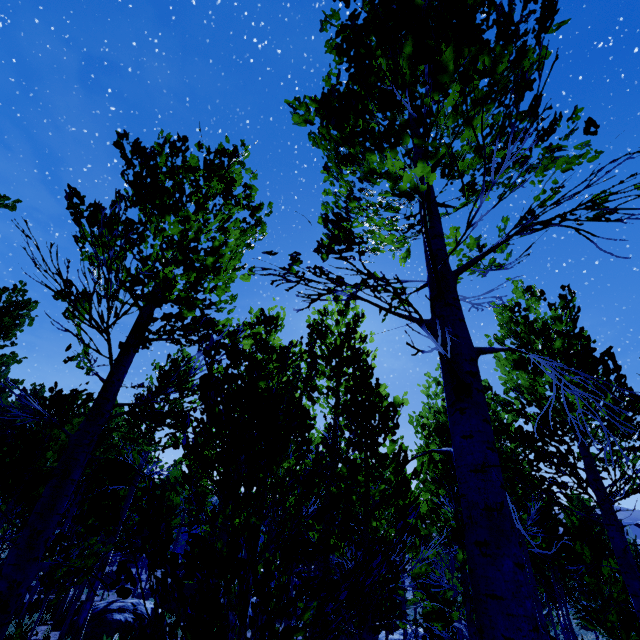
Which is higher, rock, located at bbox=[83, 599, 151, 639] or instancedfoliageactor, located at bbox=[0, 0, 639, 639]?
instancedfoliageactor, located at bbox=[0, 0, 639, 639]

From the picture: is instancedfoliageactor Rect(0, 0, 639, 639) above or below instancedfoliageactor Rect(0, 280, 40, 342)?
below

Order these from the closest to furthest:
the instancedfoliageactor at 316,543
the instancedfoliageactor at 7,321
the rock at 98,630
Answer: the instancedfoliageactor at 316,543 → the instancedfoliageactor at 7,321 → the rock at 98,630

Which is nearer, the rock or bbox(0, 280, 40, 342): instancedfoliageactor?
bbox(0, 280, 40, 342): instancedfoliageactor

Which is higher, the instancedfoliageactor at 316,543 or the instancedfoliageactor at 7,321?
the instancedfoliageactor at 7,321

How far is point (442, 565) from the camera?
7.1 meters

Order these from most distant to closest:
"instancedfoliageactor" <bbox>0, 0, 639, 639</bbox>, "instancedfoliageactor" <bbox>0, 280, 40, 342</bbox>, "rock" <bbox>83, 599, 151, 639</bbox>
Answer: "rock" <bbox>83, 599, 151, 639</bbox> < "instancedfoliageactor" <bbox>0, 280, 40, 342</bbox> < "instancedfoliageactor" <bbox>0, 0, 639, 639</bbox>
